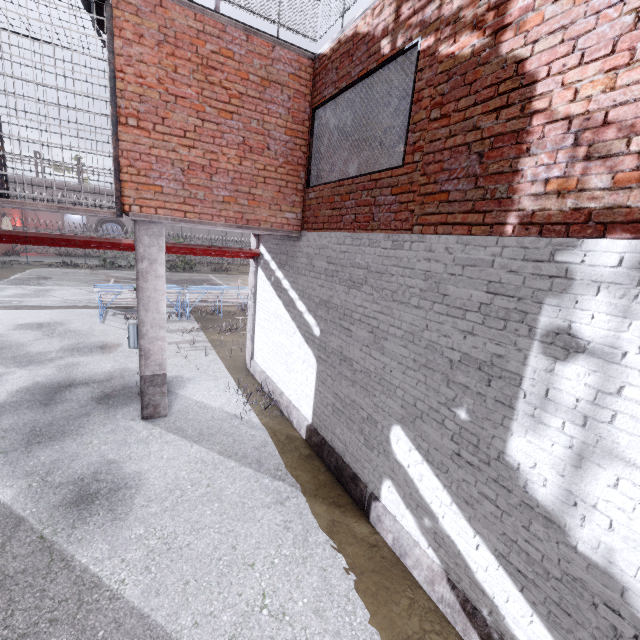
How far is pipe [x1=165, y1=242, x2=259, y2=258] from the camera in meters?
7.7

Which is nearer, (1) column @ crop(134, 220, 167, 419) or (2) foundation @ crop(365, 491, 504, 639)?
(2) foundation @ crop(365, 491, 504, 639)

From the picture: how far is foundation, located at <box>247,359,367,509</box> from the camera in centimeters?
500cm

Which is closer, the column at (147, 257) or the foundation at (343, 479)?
the foundation at (343, 479)

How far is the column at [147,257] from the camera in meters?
5.9 m

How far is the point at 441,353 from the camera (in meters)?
3.57

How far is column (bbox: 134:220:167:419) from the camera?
5.91m

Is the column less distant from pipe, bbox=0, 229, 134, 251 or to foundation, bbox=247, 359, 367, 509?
pipe, bbox=0, 229, 134, 251
